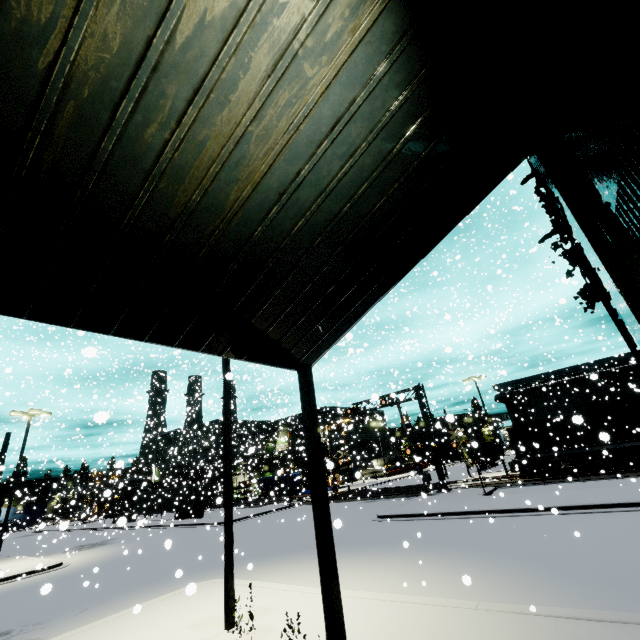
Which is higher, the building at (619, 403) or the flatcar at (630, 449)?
the building at (619, 403)

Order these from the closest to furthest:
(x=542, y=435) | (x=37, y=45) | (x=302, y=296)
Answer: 1. (x=37, y=45)
2. (x=302, y=296)
3. (x=542, y=435)

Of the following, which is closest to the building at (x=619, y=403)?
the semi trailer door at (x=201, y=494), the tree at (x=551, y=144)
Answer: the tree at (x=551, y=144)

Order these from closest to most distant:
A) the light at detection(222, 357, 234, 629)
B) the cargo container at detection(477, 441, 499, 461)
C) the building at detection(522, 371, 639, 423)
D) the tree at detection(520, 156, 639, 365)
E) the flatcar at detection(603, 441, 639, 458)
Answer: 1. the tree at detection(520, 156, 639, 365)
2. the light at detection(222, 357, 234, 629)
3. the flatcar at detection(603, 441, 639, 458)
4. the building at detection(522, 371, 639, 423)
5. the cargo container at detection(477, 441, 499, 461)

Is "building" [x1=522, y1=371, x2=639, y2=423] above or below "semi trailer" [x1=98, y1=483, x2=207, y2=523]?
above

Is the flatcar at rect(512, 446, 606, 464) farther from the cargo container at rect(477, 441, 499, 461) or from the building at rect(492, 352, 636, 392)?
the building at rect(492, 352, 636, 392)

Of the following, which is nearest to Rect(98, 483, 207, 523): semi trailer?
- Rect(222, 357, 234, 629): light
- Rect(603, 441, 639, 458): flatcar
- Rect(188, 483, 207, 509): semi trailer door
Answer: Rect(188, 483, 207, 509): semi trailer door

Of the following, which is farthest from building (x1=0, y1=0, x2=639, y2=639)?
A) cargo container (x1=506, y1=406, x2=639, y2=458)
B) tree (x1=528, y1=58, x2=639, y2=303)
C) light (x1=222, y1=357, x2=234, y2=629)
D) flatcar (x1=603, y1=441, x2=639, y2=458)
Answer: light (x1=222, y1=357, x2=234, y2=629)
